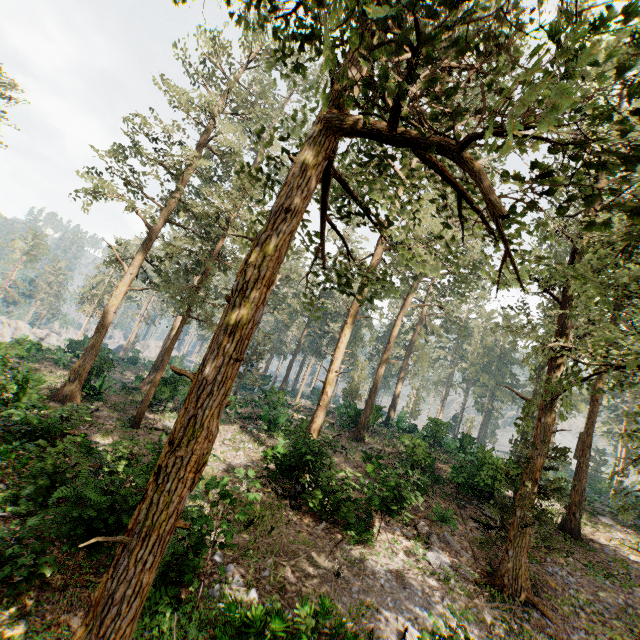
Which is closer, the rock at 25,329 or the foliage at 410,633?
the foliage at 410,633

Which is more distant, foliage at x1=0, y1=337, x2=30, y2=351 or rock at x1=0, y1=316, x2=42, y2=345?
rock at x1=0, y1=316, x2=42, y2=345

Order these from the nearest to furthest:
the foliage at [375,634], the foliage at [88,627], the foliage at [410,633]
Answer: the foliage at [88,627] < the foliage at [410,633] < the foliage at [375,634]

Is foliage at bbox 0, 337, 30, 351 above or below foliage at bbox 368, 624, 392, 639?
above

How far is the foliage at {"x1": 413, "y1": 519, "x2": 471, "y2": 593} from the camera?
12.53m

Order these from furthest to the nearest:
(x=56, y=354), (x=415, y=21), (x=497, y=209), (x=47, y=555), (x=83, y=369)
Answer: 1. (x=56, y=354)
2. (x=83, y=369)
3. (x=47, y=555)
4. (x=497, y=209)
5. (x=415, y=21)

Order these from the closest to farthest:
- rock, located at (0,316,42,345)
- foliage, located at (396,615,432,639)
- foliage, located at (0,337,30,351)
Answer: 1. foliage, located at (396,615,432,639)
2. foliage, located at (0,337,30,351)
3. rock, located at (0,316,42,345)

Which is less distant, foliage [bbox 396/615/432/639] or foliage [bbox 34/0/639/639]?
foliage [bbox 34/0/639/639]
